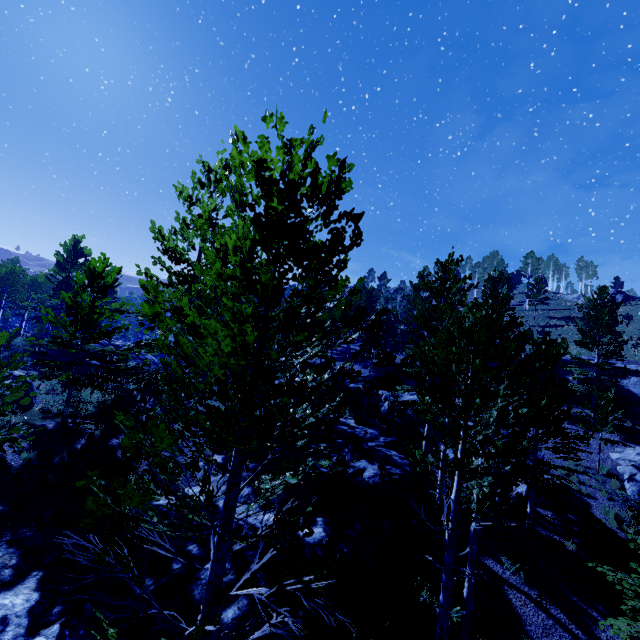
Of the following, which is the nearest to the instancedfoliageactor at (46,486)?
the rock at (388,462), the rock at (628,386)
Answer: the rock at (388,462)

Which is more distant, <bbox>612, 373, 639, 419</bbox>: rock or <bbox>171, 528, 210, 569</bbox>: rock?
<bbox>612, 373, 639, 419</bbox>: rock

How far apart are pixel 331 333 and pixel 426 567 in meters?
12.1

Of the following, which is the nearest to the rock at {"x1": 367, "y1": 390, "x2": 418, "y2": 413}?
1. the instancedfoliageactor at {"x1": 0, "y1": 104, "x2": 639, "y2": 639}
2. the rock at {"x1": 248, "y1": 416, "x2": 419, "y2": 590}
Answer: the instancedfoliageactor at {"x1": 0, "y1": 104, "x2": 639, "y2": 639}

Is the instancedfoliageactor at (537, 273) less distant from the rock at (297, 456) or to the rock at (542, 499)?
the rock at (297, 456)

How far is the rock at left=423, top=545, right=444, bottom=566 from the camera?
10.88m
